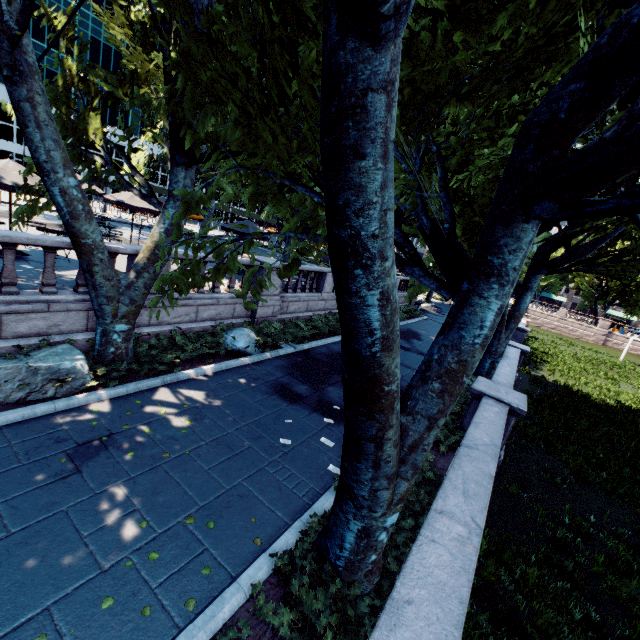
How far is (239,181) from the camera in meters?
23.8 m

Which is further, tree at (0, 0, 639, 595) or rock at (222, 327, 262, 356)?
rock at (222, 327, 262, 356)

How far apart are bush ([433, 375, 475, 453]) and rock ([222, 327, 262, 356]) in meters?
5.3 m

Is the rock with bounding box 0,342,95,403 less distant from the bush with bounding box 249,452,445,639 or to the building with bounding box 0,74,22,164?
the bush with bounding box 249,452,445,639

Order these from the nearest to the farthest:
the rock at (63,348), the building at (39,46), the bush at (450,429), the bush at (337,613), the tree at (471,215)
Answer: the tree at (471,215) → the bush at (337,613) → the rock at (63,348) → the bush at (450,429) → the building at (39,46)

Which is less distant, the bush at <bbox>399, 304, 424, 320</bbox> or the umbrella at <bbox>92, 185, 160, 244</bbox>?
the umbrella at <bbox>92, 185, 160, 244</bbox>

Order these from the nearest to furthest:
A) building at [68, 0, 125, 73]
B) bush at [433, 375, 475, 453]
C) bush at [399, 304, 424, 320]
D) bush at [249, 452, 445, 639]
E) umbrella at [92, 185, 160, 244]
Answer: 1. bush at [249, 452, 445, 639]
2. bush at [433, 375, 475, 453]
3. umbrella at [92, 185, 160, 244]
4. bush at [399, 304, 424, 320]
5. building at [68, 0, 125, 73]

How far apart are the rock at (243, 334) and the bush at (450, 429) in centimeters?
528cm
